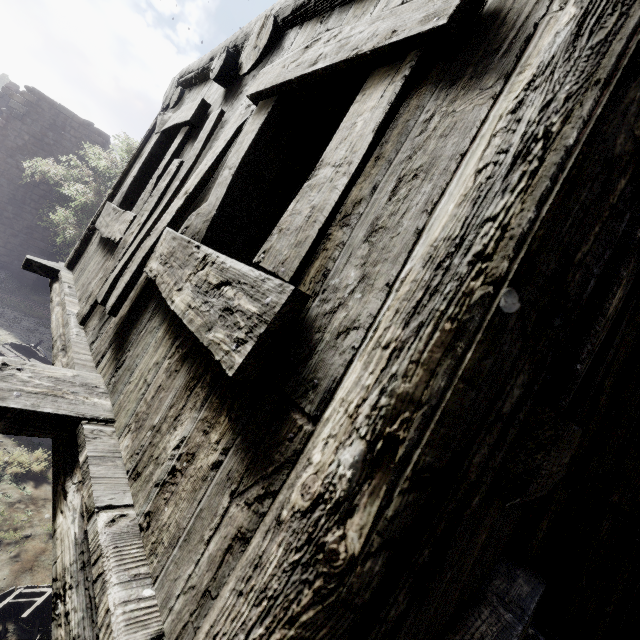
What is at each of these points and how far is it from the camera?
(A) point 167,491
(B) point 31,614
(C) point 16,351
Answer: (A) building, 1.1m
(B) broken furniture, 4.4m
(C) cart, 10.2m

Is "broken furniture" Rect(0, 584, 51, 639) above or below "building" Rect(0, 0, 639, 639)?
below

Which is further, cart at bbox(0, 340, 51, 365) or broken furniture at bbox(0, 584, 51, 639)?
cart at bbox(0, 340, 51, 365)

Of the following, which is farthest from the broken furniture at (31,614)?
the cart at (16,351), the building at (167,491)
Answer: the cart at (16,351)

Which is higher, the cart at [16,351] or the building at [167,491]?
the building at [167,491]

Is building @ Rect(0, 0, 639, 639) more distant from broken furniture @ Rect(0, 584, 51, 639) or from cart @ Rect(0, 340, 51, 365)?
cart @ Rect(0, 340, 51, 365)

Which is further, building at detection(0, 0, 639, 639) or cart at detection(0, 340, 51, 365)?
cart at detection(0, 340, 51, 365)

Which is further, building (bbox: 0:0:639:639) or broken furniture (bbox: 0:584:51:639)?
broken furniture (bbox: 0:584:51:639)
